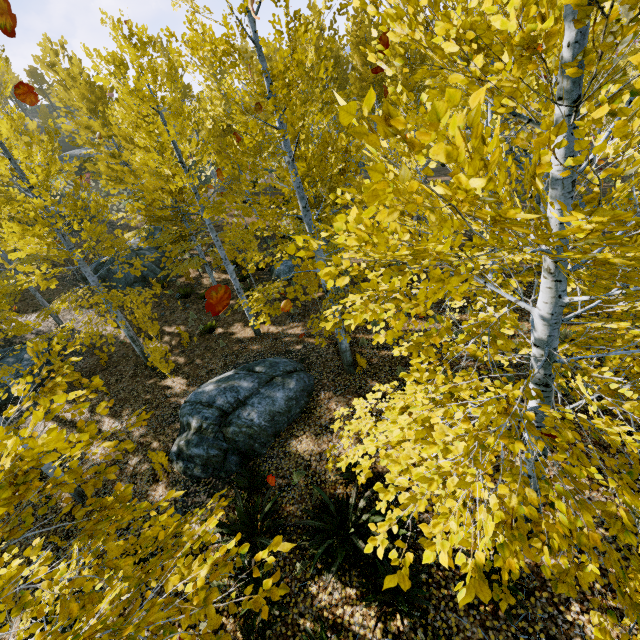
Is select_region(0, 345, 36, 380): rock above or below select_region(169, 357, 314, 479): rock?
above

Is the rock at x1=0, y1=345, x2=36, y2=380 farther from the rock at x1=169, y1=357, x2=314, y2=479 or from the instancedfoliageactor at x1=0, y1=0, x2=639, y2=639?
the rock at x1=169, y1=357, x2=314, y2=479

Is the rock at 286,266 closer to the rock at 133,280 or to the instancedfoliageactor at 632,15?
the instancedfoliageactor at 632,15

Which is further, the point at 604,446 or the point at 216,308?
the point at 604,446

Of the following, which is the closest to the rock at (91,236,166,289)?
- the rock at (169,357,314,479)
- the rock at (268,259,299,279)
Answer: the rock at (268,259,299,279)

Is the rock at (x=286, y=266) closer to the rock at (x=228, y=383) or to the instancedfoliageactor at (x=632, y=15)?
the instancedfoliageactor at (x=632, y=15)

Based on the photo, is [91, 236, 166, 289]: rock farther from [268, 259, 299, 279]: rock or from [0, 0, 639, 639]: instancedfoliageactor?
[268, 259, 299, 279]: rock

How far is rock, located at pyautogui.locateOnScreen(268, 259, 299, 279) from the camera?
16.11m
